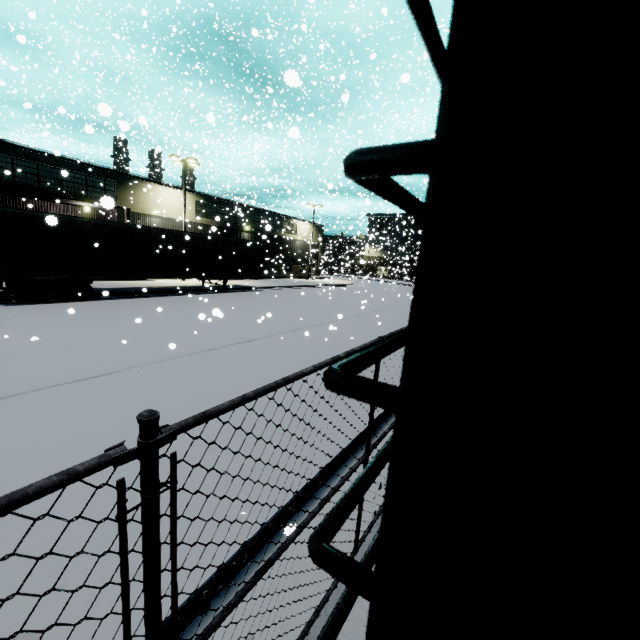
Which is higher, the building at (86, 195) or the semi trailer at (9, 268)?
the building at (86, 195)

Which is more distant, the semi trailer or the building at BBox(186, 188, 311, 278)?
the building at BBox(186, 188, 311, 278)

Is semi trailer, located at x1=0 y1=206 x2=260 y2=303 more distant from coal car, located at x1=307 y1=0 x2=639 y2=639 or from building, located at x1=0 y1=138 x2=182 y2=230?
building, located at x1=0 y1=138 x2=182 y2=230

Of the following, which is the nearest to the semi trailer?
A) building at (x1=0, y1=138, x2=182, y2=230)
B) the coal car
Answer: the coal car

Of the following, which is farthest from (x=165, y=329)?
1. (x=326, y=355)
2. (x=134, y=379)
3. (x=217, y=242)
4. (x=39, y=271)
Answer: (x=217, y=242)

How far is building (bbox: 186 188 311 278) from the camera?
29.6m

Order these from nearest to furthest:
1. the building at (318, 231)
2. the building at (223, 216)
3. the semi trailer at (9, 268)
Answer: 1. the semi trailer at (9, 268)
2. the building at (223, 216)
3. the building at (318, 231)
